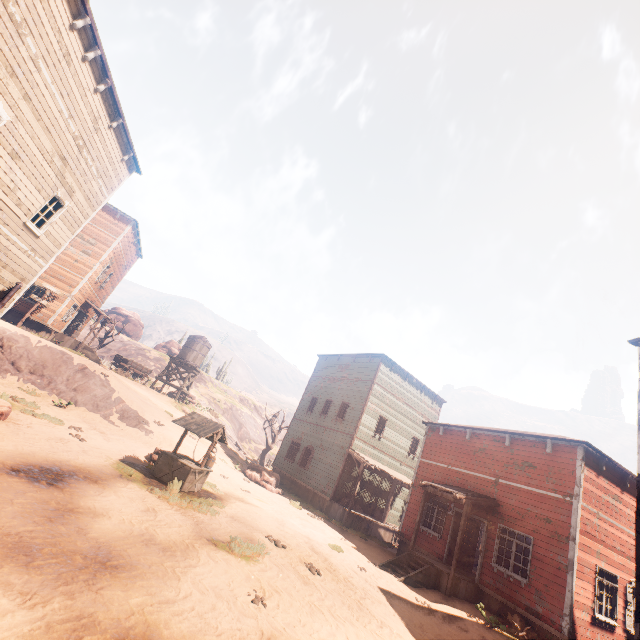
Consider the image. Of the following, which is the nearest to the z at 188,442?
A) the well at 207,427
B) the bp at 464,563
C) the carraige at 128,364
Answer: the well at 207,427

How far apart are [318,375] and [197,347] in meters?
13.1

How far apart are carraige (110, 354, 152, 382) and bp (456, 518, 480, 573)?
27.58m

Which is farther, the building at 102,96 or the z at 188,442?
the z at 188,442

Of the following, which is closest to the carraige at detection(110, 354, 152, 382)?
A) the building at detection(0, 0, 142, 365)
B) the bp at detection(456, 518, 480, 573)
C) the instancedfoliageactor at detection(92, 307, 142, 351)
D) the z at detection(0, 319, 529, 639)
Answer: the building at detection(0, 0, 142, 365)

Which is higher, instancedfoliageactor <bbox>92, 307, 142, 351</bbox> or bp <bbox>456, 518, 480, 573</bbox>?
instancedfoliageactor <bbox>92, 307, 142, 351</bbox>

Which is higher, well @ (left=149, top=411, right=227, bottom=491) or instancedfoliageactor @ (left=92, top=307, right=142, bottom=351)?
instancedfoliageactor @ (left=92, top=307, right=142, bottom=351)

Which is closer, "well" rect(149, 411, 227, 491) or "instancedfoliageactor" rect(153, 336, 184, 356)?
"well" rect(149, 411, 227, 491)
